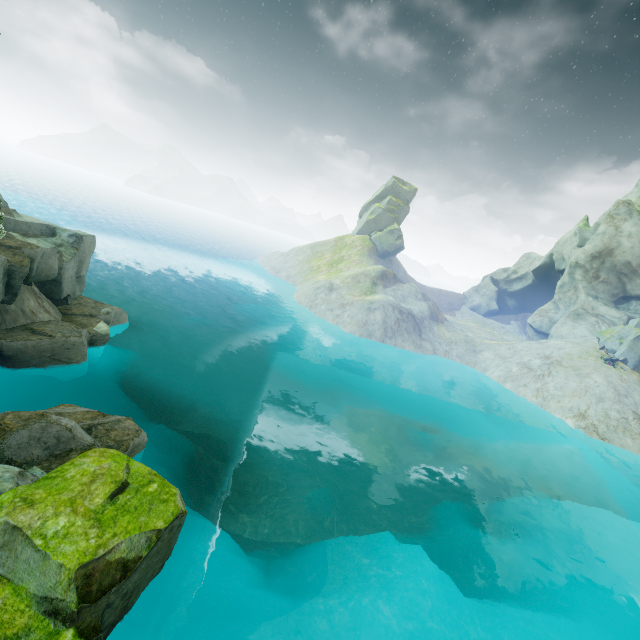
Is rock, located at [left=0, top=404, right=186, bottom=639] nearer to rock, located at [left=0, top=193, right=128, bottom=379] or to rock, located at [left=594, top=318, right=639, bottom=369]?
rock, located at [left=0, top=193, right=128, bottom=379]

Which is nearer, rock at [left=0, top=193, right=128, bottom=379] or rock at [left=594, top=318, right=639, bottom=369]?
rock at [left=0, top=193, right=128, bottom=379]

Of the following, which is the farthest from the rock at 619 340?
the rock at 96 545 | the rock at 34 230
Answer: the rock at 34 230

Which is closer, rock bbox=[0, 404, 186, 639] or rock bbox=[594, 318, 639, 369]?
rock bbox=[0, 404, 186, 639]

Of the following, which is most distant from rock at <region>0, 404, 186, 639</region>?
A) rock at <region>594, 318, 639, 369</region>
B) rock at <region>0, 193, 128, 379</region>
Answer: rock at <region>594, 318, 639, 369</region>

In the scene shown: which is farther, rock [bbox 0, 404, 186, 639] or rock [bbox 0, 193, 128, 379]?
rock [bbox 0, 193, 128, 379]

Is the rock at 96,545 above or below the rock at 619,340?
below

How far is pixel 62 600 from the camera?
6.0m
